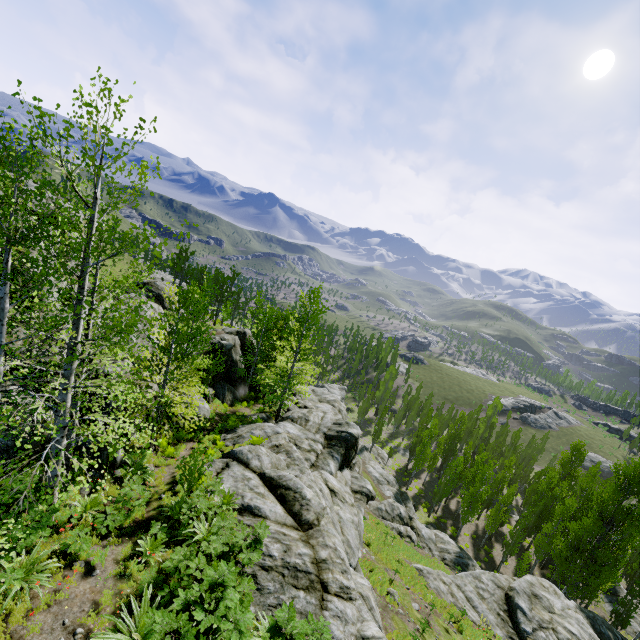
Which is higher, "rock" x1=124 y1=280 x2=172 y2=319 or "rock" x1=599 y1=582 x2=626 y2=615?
"rock" x1=124 y1=280 x2=172 y2=319

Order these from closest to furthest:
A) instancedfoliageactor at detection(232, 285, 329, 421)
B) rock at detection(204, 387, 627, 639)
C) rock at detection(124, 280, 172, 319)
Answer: rock at detection(204, 387, 627, 639), rock at detection(124, 280, 172, 319), instancedfoliageactor at detection(232, 285, 329, 421)

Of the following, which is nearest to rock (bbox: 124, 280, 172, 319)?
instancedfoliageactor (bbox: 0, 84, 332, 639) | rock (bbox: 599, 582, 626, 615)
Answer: instancedfoliageactor (bbox: 0, 84, 332, 639)

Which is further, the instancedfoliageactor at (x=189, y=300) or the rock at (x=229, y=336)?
the rock at (x=229, y=336)

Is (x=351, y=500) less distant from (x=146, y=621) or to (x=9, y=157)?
(x=146, y=621)

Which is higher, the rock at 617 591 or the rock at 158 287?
the rock at 158 287

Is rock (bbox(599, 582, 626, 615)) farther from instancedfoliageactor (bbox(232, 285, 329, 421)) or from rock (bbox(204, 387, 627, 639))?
rock (bbox(204, 387, 627, 639))
